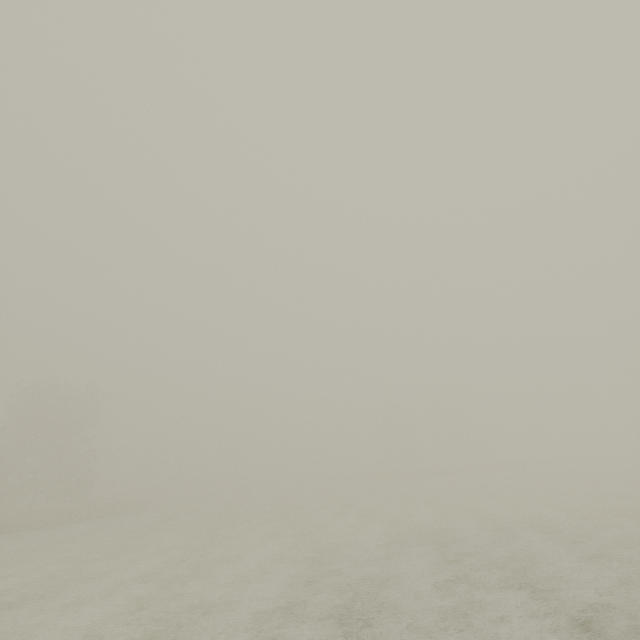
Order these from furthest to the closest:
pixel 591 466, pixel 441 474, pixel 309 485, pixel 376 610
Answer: pixel 309 485 → pixel 441 474 → pixel 591 466 → pixel 376 610
